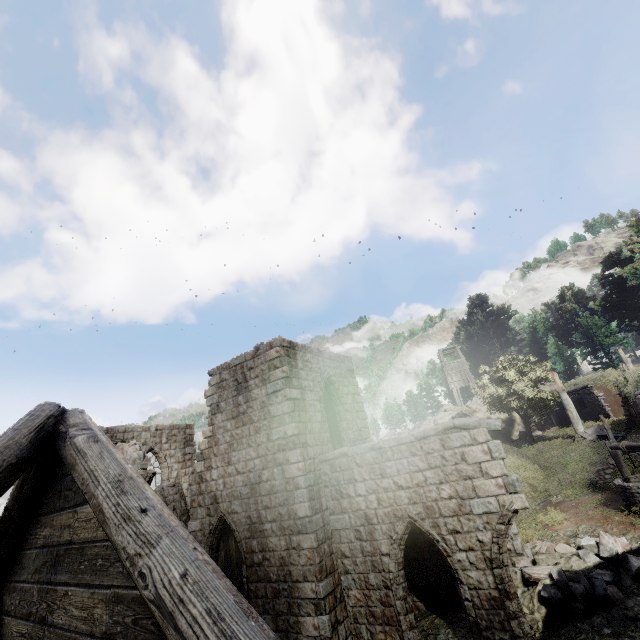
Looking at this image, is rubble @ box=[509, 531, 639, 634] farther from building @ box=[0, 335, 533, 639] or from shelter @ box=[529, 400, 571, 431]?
shelter @ box=[529, 400, 571, 431]

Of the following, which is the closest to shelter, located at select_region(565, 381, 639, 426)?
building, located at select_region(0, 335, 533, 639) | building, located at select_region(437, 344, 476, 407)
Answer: building, located at select_region(437, 344, 476, 407)

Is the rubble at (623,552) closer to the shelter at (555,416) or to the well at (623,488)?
the well at (623,488)

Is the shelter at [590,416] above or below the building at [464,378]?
below

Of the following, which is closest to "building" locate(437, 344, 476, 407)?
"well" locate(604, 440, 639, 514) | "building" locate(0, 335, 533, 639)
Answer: "building" locate(0, 335, 533, 639)

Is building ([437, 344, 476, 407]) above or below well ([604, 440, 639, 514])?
above

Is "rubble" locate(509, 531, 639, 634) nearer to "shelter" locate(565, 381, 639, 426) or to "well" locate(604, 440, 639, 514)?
"well" locate(604, 440, 639, 514)

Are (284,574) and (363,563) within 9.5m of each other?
yes
